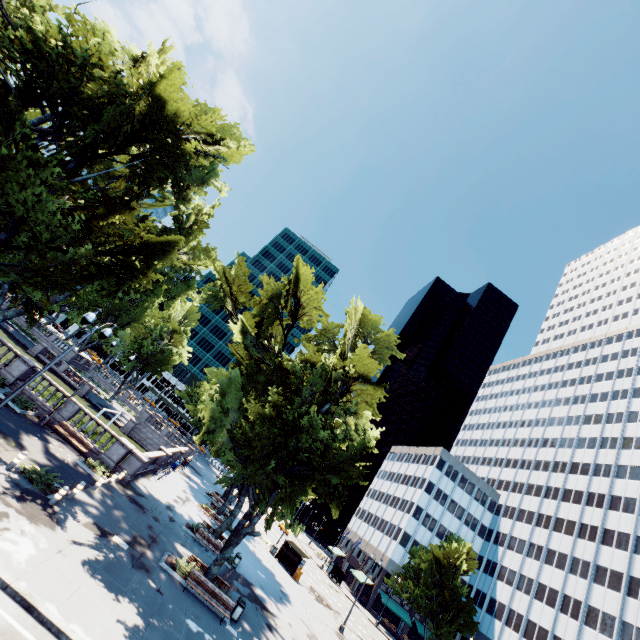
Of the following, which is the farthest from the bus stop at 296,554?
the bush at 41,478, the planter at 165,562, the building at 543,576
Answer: the bush at 41,478

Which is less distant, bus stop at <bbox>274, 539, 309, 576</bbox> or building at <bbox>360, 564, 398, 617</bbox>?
bus stop at <bbox>274, 539, 309, 576</bbox>

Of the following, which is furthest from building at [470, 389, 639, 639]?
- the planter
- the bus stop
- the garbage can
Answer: the planter

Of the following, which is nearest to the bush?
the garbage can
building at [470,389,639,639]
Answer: A: the garbage can

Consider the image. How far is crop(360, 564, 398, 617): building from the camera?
57.22m

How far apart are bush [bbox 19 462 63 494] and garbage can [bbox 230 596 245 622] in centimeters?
1129cm

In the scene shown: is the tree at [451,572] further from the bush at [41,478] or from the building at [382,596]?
the bush at [41,478]

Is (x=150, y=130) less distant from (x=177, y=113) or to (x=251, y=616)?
(x=177, y=113)
